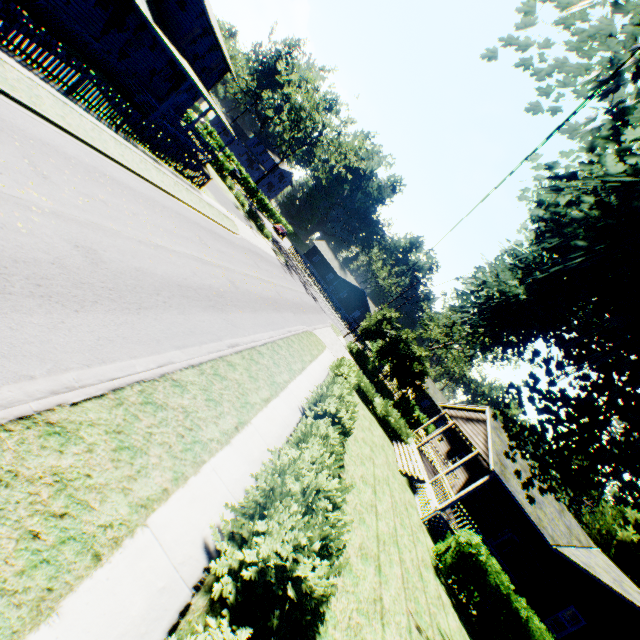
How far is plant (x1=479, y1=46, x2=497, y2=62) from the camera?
7.4 meters

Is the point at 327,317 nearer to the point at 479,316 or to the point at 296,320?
the point at 296,320

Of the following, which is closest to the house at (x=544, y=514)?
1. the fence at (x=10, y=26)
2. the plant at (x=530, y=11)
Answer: the plant at (x=530, y=11)

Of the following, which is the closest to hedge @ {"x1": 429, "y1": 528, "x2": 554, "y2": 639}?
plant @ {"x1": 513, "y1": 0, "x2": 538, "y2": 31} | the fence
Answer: plant @ {"x1": 513, "y1": 0, "x2": 538, "y2": 31}

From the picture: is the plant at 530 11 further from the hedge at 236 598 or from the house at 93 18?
the hedge at 236 598

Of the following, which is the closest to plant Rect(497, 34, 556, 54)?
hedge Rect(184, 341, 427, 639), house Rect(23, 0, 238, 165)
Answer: house Rect(23, 0, 238, 165)

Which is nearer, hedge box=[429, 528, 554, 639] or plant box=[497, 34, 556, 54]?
plant box=[497, 34, 556, 54]

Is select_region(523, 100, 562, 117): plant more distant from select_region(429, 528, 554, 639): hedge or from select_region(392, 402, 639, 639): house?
select_region(429, 528, 554, 639): hedge
